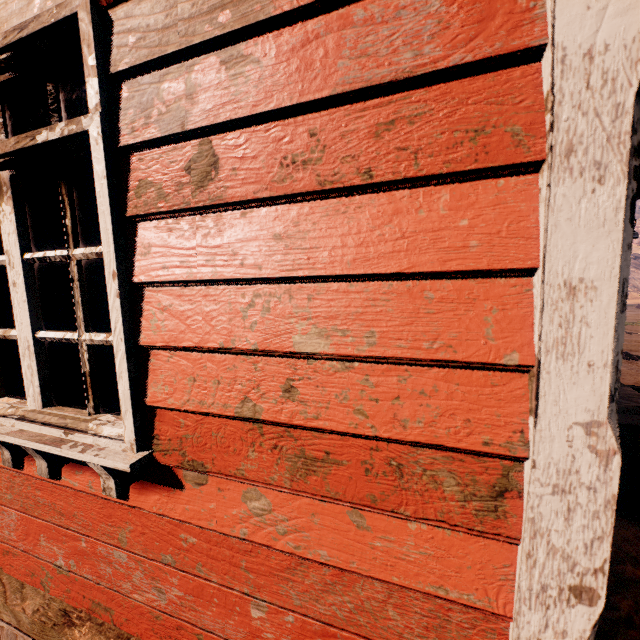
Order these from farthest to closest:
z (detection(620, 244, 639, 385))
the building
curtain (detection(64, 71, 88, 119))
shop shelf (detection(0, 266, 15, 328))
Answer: z (detection(620, 244, 639, 385))
shop shelf (detection(0, 266, 15, 328))
curtain (detection(64, 71, 88, 119))
the building

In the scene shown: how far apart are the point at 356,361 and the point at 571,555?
0.6 meters

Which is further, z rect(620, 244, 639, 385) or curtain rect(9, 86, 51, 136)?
z rect(620, 244, 639, 385)

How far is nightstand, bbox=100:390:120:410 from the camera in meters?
2.2

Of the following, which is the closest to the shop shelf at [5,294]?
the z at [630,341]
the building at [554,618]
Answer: the building at [554,618]

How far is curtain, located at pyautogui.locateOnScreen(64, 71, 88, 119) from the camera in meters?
1.3 m

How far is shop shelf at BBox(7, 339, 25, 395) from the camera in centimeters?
218cm
